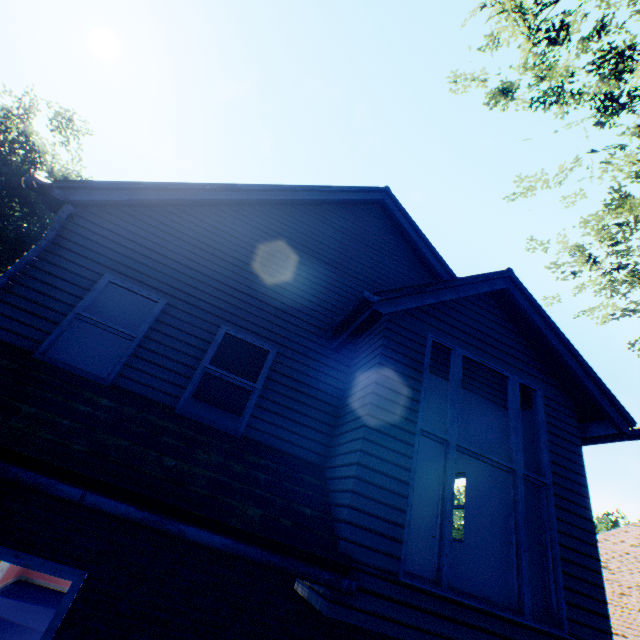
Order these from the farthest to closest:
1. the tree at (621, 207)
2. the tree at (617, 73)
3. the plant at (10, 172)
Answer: the plant at (10, 172), the tree at (621, 207), the tree at (617, 73)

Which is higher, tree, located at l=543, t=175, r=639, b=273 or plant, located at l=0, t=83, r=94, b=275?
plant, located at l=0, t=83, r=94, b=275

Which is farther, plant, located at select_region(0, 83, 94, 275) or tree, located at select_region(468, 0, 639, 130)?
plant, located at select_region(0, 83, 94, 275)

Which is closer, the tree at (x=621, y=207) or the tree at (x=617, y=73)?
the tree at (x=617, y=73)

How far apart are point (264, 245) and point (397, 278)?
3.20m

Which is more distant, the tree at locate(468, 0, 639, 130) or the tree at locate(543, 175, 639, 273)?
the tree at locate(543, 175, 639, 273)
